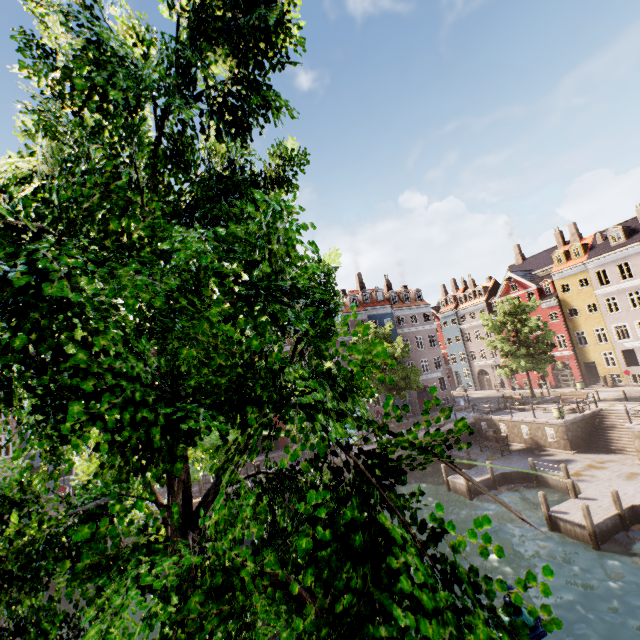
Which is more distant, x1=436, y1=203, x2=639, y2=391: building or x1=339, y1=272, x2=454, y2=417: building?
x1=339, y1=272, x2=454, y2=417: building

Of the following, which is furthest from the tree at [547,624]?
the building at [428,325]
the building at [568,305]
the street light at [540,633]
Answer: the building at [428,325]

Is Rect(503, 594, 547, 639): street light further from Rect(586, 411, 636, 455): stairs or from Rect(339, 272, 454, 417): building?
Rect(586, 411, 636, 455): stairs

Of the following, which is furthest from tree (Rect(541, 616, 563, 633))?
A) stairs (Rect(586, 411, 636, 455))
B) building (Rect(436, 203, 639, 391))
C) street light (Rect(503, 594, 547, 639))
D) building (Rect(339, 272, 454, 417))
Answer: stairs (Rect(586, 411, 636, 455))

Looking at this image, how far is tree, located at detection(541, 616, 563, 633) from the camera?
0.8 meters

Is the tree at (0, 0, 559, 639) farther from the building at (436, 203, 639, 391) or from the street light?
the building at (436, 203, 639, 391)

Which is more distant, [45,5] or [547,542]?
[547,542]

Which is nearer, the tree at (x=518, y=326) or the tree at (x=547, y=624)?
the tree at (x=547, y=624)
